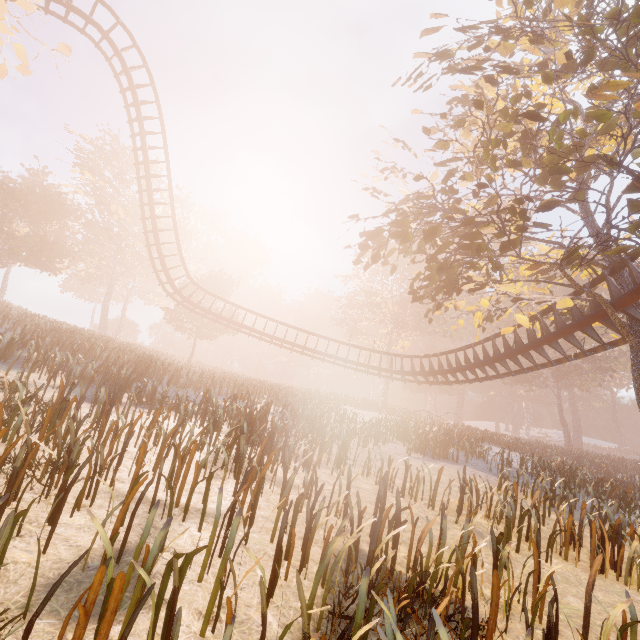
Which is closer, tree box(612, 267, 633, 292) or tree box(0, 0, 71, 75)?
tree box(0, 0, 71, 75)

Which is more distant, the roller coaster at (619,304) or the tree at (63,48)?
the roller coaster at (619,304)

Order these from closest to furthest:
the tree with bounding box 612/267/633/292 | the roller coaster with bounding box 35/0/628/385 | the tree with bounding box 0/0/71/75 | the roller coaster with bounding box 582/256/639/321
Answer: the tree with bounding box 0/0/71/75, the roller coaster with bounding box 582/256/639/321, the tree with bounding box 612/267/633/292, the roller coaster with bounding box 35/0/628/385

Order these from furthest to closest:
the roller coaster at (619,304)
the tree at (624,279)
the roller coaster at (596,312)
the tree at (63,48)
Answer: the roller coaster at (596,312), the tree at (624,279), the roller coaster at (619,304), the tree at (63,48)

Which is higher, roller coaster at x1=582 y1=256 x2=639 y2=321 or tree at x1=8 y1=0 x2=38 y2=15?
tree at x1=8 y1=0 x2=38 y2=15

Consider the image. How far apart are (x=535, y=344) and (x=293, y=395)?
17.1m

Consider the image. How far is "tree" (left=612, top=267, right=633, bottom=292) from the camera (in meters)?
10.17
